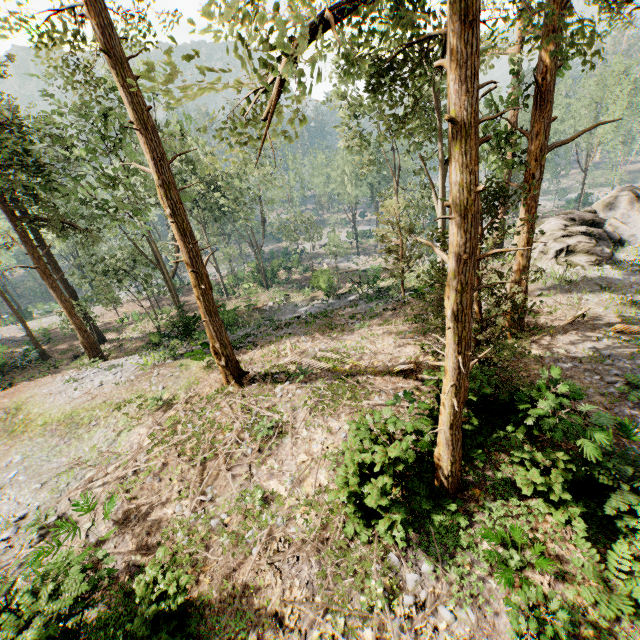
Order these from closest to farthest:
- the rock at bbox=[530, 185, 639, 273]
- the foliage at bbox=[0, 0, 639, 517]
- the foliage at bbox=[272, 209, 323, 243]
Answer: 1. the foliage at bbox=[0, 0, 639, 517]
2. the rock at bbox=[530, 185, 639, 273]
3. the foliage at bbox=[272, 209, 323, 243]

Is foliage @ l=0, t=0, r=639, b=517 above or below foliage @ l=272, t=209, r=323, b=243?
above

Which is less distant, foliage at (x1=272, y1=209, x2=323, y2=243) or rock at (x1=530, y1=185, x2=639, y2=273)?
rock at (x1=530, y1=185, x2=639, y2=273)

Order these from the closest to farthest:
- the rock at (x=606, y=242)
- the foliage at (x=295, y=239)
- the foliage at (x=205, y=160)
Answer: the foliage at (x=205, y=160)
the rock at (x=606, y=242)
the foliage at (x=295, y=239)

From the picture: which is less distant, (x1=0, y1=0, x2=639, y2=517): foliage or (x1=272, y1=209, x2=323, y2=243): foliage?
(x1=0, y1=0, x2=639, y2=517): foliage

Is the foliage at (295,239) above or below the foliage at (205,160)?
below

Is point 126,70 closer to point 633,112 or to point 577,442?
point 577,442
